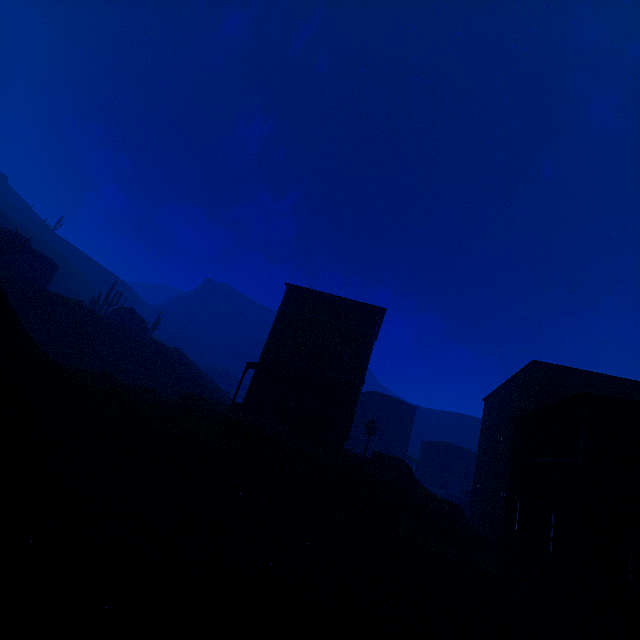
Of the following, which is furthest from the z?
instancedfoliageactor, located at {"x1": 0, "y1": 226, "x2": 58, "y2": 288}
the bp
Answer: instancedfoliageactor, located at {"x1": 0, "y1": 226, "x2": 58, "y2": 288}

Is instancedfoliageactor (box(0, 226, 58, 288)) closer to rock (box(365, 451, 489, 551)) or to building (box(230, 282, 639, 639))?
building (box(230, 282, 639, 639))

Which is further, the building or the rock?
the rock

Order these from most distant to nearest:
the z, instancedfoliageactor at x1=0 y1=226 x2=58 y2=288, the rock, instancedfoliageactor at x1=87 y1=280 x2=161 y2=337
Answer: instancedfoliageactor at x1=87 y1=280 x2=161 y2=337 → instancedfoliageactor at x1=0 y1=226 x2=58 y2=288 → the rock → the z

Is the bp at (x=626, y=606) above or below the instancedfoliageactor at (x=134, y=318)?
below

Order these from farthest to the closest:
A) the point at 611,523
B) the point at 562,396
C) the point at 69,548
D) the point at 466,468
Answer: the point at 466,468, the point at 562,396, the point at 611,523, the point at 69,548

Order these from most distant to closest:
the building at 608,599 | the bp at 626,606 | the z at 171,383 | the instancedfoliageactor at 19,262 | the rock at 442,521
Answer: the instancedfoliageactor at 19,262, the rock at 442,521, the building at 608,599, the bp at 626,606, the z at 171,383

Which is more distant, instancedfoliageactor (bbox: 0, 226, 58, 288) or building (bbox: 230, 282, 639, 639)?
instancedfoliageactor (bbox: 0, 226, 58, 288)
